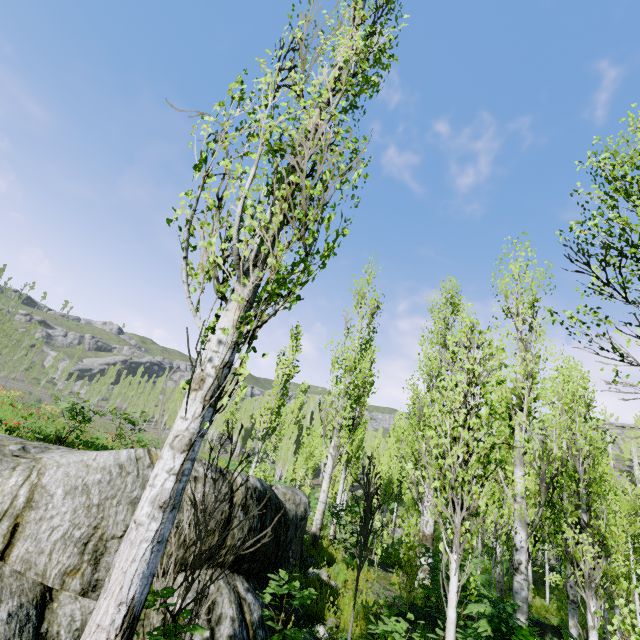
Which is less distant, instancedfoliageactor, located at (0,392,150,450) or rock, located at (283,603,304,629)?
rock, located at (283,603,304,629)

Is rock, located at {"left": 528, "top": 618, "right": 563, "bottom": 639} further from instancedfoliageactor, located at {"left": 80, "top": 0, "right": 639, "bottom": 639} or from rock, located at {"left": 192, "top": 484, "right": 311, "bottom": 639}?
rock, located at {"left": 192, "top": 484, "right": 311, "bottom": 639}

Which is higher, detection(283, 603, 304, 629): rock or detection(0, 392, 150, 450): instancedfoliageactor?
detection(0, 392, 150, 450): instancedfoliageactor

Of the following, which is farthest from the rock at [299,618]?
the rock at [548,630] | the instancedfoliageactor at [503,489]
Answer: the rock at [548,630]

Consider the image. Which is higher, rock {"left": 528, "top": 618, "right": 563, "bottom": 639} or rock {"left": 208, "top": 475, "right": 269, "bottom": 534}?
rock {"left": 208, "top": 475, "right": 269, "bottom": 534}

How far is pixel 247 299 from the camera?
3.1m

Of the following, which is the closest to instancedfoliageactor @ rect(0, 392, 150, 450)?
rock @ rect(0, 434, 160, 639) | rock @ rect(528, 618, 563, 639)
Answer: rock @ rect(0, 434, 160, 639)

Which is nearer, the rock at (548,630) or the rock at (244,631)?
the rock at (244,631)
